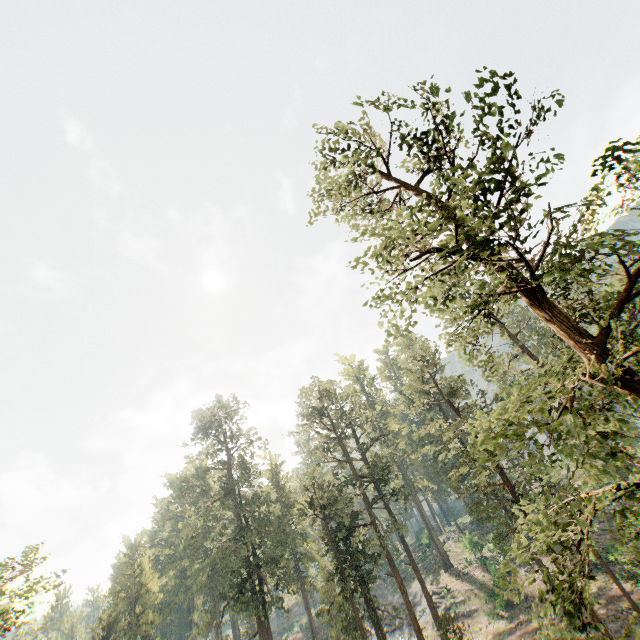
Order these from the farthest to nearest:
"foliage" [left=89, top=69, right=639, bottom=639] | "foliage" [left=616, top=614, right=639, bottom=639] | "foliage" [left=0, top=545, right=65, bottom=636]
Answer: "foliage" [left=0, top=545, right=65, bottom=636]
"foliage" [left=89, top=69, right=639, bottom=639]
"foliage" [left=616, top=614, right=639, bottom=639]

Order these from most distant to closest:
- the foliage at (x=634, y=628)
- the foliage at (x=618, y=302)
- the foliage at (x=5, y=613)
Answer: the foliage at (x=5, y=613)
the foliage at (x=618, y=302)
the foliage at (x=634, y=628)

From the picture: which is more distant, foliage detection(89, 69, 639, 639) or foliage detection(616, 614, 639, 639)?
foliage detection(89, 69, 639, 639)

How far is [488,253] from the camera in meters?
8.2

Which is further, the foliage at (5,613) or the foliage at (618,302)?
the foliage at (5,613)

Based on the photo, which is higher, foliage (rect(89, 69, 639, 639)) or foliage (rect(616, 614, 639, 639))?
foliage (rect(89, 69, 639, 639))
